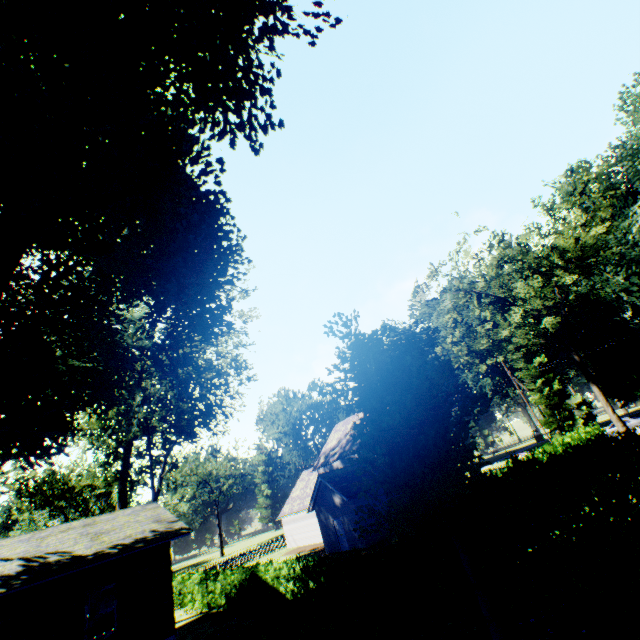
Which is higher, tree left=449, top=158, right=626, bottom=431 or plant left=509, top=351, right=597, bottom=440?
tree left=449, top=158, right=626, bottom=431

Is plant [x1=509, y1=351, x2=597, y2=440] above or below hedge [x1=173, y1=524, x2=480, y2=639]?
above

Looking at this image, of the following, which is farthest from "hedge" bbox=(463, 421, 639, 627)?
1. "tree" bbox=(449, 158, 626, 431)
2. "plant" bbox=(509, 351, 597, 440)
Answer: "plant" bbox=(509, 351, 597, 440)

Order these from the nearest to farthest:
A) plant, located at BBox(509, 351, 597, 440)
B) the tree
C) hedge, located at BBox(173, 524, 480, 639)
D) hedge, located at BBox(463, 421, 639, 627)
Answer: hedge, located at BBox(463, 421, 639, 627)
hedge, located at BBox(173, 524, 480, 639)
the tree
plant, located at BBox(509, 351, 597, 440)

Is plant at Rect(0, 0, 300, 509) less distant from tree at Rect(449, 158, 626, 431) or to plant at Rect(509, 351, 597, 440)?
tree at Rect(449, 158, 626, 431)

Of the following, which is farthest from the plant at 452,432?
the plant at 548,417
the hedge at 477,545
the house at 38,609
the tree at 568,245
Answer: the plant at 548,417

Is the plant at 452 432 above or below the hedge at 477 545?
above

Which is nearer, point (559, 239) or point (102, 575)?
point (102, 575)
